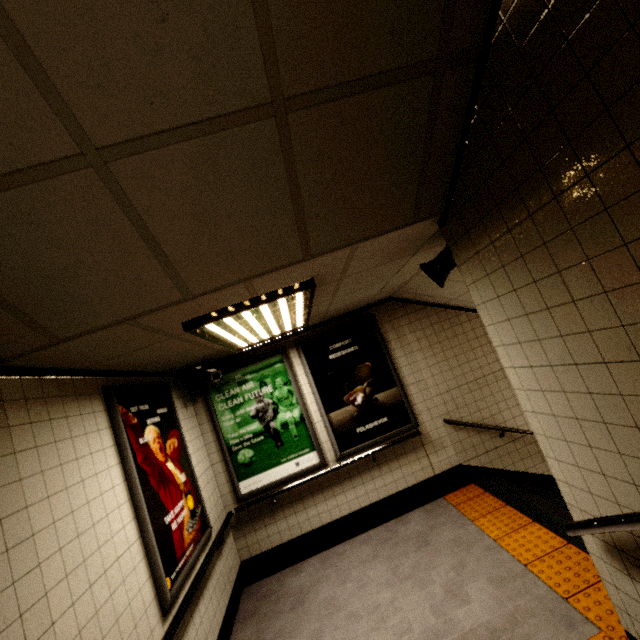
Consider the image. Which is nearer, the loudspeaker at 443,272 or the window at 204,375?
the loudspeaker at 443,272

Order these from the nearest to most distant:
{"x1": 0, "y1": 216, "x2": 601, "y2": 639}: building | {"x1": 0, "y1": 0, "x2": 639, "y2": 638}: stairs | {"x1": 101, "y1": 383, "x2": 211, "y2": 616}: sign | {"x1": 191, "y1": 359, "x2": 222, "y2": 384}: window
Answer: {"x1": 0, "y1": 0, "x2": 639, "y2": 638}: stairs
{"x1": 0, "y1": 216, "x2": 601, "y2": 639}: building
{"x1": 101, "y1": 383, "x2": 211, "y2": 616}: sign
{"x1": 191, "y1": 359, "x2": 222, "y2": 384}: window

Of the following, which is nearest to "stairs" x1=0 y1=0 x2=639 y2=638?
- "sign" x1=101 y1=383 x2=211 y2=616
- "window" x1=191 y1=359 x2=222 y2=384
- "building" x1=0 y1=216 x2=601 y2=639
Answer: "building" x1=0 y1=216 x2=601 y2=639

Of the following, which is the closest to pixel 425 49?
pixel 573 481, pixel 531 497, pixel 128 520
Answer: pixel 573 481

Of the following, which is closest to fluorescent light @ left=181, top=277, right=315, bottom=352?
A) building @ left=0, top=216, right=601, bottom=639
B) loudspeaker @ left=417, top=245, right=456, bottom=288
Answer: building @ left=0, top=216, right=601, bottom=639

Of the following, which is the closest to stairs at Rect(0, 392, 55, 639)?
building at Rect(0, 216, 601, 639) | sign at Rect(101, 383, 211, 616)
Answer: building at Rect(0, 216, 601, 639)

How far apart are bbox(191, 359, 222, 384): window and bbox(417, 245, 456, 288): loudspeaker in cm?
285

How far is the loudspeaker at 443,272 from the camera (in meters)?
2.54
